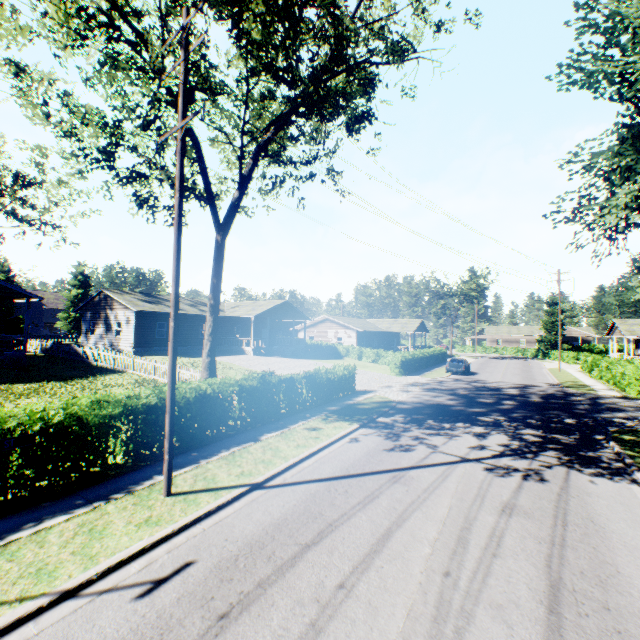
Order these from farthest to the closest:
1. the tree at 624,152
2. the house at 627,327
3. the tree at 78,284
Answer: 1. the tree at 78,284
2. the house at 627,327
3. the tree at 624,152

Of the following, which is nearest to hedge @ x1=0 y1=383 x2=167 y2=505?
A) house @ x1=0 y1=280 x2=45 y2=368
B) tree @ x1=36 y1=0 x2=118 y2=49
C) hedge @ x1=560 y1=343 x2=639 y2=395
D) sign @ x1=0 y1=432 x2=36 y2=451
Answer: tree @ x1=36 y1=0 x2=118 y2=49

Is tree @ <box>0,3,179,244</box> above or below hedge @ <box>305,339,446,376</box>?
above

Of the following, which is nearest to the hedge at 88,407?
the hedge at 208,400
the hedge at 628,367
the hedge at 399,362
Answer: the hedge at 208,400

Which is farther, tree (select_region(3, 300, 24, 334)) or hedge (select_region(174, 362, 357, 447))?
tree (select_region(3, 300, 24, 334))

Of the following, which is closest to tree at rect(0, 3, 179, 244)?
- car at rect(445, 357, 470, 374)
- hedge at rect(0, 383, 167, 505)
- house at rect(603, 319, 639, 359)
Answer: hedge at rect(0, 383, 167, 505)

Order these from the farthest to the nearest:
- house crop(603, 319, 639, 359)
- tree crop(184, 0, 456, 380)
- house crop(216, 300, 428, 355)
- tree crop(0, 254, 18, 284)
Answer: tree crop(0, 254, 18, 284), house crop(603, 319, 639, 359), house crop(216, 300, 428, 355), tree crop(184, 0, 456, 380)

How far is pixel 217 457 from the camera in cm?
992
